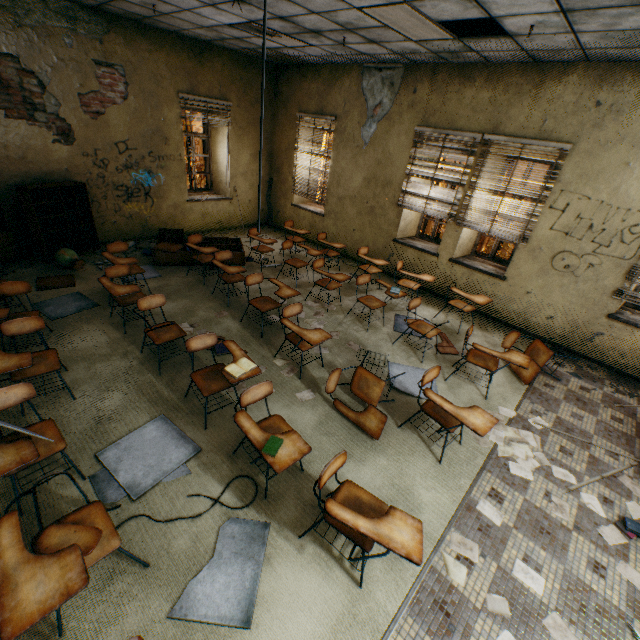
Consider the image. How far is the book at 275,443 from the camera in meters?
2.3

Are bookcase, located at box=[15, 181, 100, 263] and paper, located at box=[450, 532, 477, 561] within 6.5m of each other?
no

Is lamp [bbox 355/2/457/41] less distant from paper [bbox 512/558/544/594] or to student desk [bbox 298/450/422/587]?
student desk [bbox 298/450/422/587]

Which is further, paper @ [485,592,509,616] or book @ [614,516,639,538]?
book @ [614,516,639,538]

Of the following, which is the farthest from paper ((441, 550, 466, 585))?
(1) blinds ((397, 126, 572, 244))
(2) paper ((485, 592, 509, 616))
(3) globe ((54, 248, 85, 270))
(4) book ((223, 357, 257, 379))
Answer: (3) globe ((54, 248, 85, 270))

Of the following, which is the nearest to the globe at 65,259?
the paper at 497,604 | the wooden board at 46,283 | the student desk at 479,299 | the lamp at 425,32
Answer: the wooden board at 46,283

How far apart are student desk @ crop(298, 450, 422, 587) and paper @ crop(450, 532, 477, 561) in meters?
0.5

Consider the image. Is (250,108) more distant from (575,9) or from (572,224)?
(572,224)
